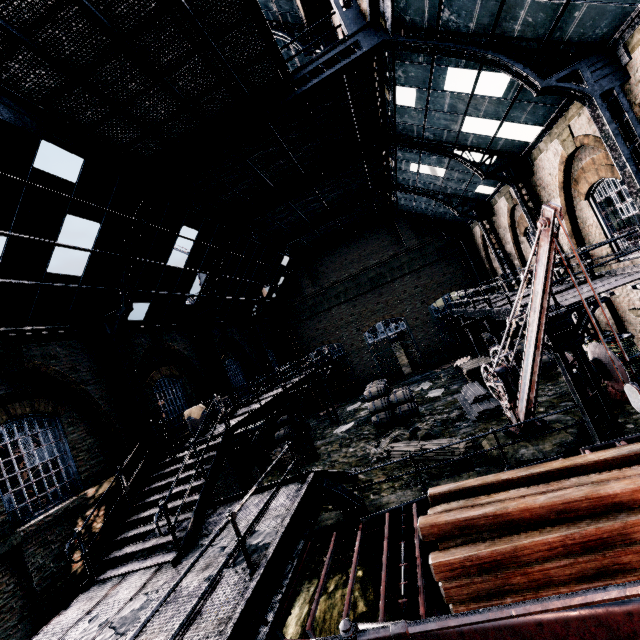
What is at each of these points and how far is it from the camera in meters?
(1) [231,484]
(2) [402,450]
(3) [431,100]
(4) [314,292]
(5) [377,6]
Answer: (1) building, 16.4
(2) wood pile, 12.9
(3) building, 12.1
(4) building, 29.1
(5) metal beam, 9.0

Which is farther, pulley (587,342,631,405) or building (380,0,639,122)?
pulley (587,342,631,405)

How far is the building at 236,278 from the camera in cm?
1948

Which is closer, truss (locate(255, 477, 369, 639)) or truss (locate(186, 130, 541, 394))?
truss (locate(255, 477, 369, 639))

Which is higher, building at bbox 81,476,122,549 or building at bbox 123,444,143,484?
building at bbox 123,444,143,484

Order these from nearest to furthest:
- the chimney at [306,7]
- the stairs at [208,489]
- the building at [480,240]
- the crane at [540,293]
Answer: the crane at [540,293]
the stairs at [208,489]
the chimney at [306,7]
the building at [480,240]

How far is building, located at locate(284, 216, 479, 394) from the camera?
26.6m

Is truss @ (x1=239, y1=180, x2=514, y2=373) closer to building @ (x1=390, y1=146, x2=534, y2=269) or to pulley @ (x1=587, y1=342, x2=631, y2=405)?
building @ (x1=390, y1=146, x2=534, y2=269)
